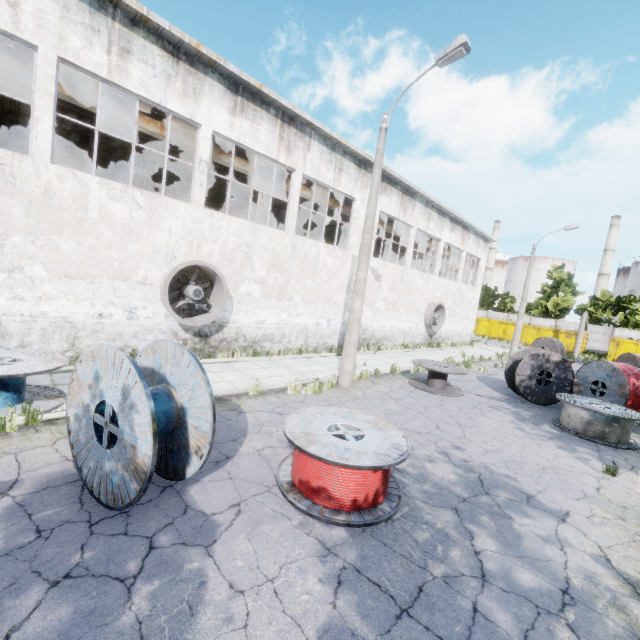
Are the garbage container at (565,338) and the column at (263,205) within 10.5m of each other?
no

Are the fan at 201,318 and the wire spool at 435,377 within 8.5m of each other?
yes

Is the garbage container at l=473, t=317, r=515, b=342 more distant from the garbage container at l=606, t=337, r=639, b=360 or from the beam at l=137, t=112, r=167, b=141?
the beam at l=137, t=112, r=167, b=141

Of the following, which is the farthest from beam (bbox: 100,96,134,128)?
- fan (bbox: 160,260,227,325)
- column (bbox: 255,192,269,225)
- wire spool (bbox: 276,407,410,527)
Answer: wire spool (bbox: 276,407,410,527)

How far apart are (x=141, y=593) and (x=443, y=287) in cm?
2478

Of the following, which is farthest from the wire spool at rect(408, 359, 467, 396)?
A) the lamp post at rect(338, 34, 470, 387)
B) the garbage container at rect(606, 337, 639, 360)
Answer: the garbage container at rect(606, 337, 639, 360)

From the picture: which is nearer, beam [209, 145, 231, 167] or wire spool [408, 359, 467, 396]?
wire spool [408, 359, 467, 396]

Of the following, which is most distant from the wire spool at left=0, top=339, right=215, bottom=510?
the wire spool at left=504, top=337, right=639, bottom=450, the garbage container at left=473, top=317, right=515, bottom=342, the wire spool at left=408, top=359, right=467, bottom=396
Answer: the garbage container at left=473, top=317, right=515, bottom=342
